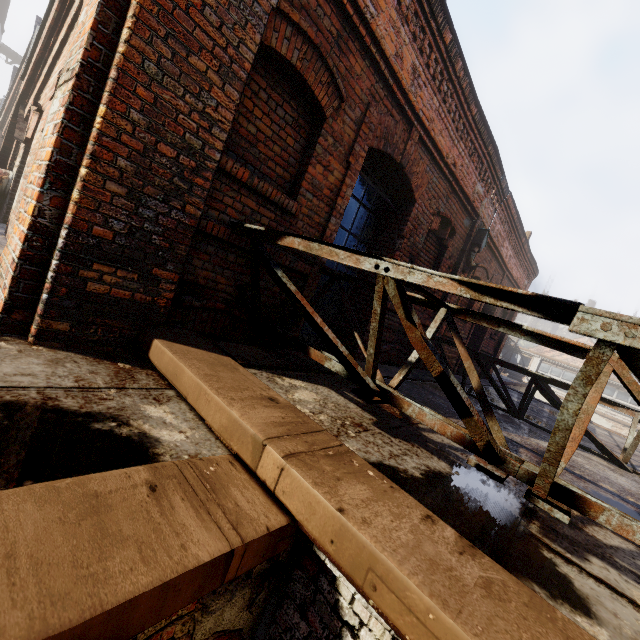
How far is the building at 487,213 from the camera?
6.83m

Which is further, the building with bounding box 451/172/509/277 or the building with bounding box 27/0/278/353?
the building with bounding box 451/172/509/277

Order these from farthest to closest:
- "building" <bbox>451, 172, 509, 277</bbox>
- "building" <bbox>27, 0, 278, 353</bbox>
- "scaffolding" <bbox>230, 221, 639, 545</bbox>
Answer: "building" <bbox>451, 172, 509, 277</bbox> → "building" <bbox>27, 0, 278, 353</bbox> → "scaffolding" <bbox>230, 221, 639, 545</bbox>

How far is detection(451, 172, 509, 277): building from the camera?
6.8 meters

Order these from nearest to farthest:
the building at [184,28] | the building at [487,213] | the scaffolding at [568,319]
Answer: the scaffolding at [568,319], the building at [184,28], the building at [487,213]

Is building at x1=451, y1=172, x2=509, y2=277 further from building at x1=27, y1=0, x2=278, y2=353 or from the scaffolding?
building at x1=27, y1=0, x2=278, y2=353

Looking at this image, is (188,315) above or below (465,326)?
below

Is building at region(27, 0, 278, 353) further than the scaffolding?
Yes
